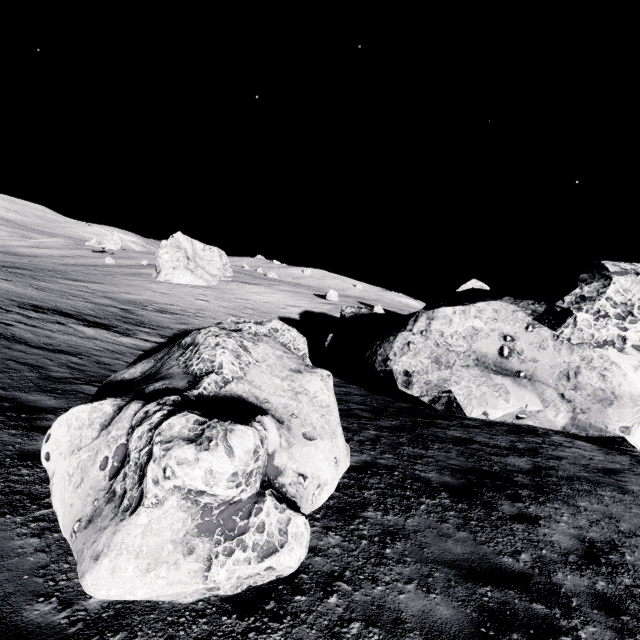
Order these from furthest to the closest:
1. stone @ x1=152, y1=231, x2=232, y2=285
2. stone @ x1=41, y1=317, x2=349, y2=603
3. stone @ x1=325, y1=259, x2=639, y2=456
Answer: stone @ x1=152, y1=231, x2=232, y2=285 < stone @ x1=325, y1=259, x2=639, y2=456 < stone @ x1=41, y1=317, x2=349, y2=603

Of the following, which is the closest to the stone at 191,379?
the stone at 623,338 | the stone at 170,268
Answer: the stone at 623,338

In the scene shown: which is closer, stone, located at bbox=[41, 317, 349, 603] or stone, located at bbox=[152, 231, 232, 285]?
stone, located at bbox=[41, 317, 349, 603]

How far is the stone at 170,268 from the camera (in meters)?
45.50

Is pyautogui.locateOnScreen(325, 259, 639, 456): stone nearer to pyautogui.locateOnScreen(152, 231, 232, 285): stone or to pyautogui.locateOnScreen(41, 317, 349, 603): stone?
pyautogui.locateOnScreen(41, 317, 349, 603): stone

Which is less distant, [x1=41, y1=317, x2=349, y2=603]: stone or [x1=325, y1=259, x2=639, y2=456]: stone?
[x1=41, y1=317, x2=349, y2=603]: stone

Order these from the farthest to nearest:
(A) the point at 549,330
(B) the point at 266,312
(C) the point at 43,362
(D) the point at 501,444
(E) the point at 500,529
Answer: (B) the point at 266,312 < (A) the point at 549,330 < (D) the point at 501,444 < (C) the point at 43,362 < (E) the point at 500,529
